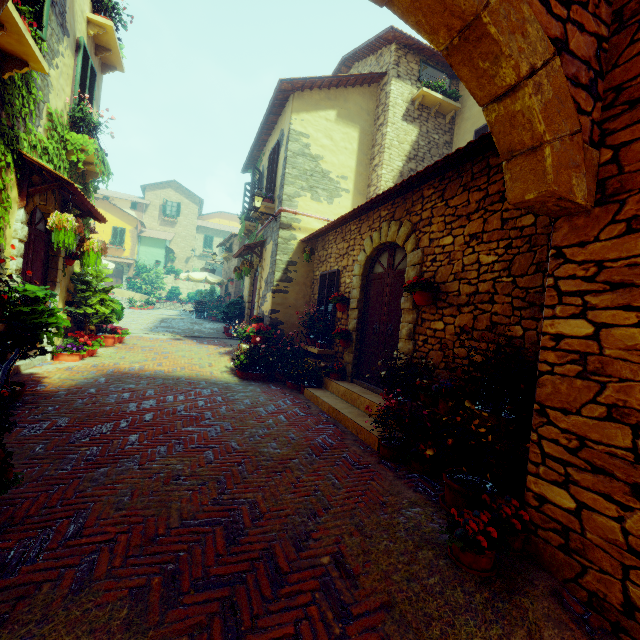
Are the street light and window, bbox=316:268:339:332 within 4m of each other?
yes

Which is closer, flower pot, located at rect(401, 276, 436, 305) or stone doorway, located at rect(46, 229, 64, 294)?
flower pot, located at rect(401, 276, 436, 305)

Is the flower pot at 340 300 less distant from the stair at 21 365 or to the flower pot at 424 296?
the flower pot at 424 296

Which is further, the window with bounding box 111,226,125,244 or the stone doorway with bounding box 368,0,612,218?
the window with bounding box 111,226,125,244

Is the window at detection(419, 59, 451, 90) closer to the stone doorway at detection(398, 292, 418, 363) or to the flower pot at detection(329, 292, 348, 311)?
the stone doorway at detection(398, 292, 418, 363)

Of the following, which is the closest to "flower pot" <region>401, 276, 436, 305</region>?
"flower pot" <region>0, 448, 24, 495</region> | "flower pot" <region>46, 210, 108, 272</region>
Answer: "flower pot" <region>0, 448, 24, 495</region>

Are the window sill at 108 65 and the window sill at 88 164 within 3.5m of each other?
yes

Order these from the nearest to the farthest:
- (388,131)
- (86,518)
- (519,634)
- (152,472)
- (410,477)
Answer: (519,634), (86,518), (152,472), (410,477), (388,131)
